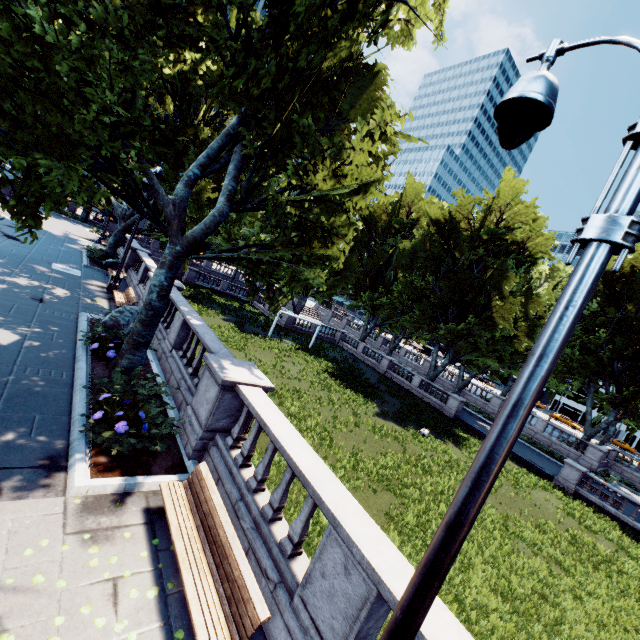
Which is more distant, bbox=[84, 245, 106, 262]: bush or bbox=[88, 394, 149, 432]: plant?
bbox=[84, 245, 106, 262]: bush

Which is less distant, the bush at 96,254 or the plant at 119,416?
the plant at 119,416

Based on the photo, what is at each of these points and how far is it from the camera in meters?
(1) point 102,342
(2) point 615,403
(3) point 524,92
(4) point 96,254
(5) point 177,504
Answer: (1) plant, 10.2
(2) tree, 33.3
(3) light, 2.5
(4) bush, 23.7
(5) bench, 5.6

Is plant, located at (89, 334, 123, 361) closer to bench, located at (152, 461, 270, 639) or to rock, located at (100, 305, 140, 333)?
rock, located at (100, 305, 140, 333)

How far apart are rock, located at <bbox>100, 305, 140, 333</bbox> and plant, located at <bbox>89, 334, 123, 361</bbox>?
1.5m

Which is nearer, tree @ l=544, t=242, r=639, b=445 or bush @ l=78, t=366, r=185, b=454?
bush @ l=78, t=366, r=185, b=454

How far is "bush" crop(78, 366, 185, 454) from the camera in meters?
6.8 m

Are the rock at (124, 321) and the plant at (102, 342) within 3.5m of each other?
yes
